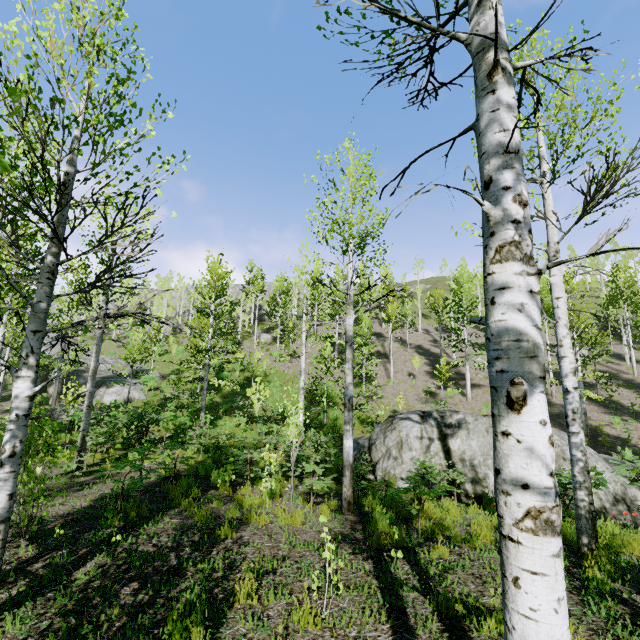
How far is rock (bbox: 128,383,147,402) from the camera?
24.5m

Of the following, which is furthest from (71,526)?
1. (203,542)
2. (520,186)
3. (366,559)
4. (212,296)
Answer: (212,296)

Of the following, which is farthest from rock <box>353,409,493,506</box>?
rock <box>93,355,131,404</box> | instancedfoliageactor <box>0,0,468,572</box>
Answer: rock <box>93,355,131,404</box>

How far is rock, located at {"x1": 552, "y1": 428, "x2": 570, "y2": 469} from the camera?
10.14m

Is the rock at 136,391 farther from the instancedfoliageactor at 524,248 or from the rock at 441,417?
the rock at 441,417

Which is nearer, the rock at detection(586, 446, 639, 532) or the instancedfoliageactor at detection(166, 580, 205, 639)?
the instancedfoliageactor at detection(166, 580, 205, 639)
